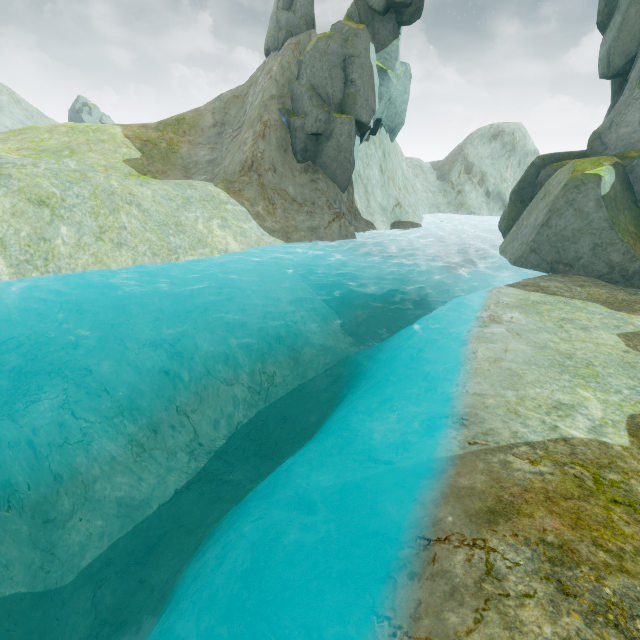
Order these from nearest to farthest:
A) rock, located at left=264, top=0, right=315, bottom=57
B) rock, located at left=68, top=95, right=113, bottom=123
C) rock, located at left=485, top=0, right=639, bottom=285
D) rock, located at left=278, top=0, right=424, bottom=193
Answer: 1. rock, located at left=485, top=0, right=639, bottom=285
2. rock, located at left=278, top=0, right=424, bottom=193
3. rock, located at left=264, top=0, right=315, bottom=57
4. rock, located at left=68, top=95, right=113, bottom=123

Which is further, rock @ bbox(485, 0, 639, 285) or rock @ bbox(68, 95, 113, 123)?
rock @ bbox(68, 95, 113, 123)

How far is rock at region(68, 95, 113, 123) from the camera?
56.31m

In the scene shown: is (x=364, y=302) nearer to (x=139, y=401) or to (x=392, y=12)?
(x=139, y=401)

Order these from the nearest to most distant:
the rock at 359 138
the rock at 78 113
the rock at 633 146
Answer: the rock at 633 146
the rock at 359 138
the rock at 78 113

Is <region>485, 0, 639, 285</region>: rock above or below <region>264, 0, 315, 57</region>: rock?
below

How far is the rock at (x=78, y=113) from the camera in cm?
5631

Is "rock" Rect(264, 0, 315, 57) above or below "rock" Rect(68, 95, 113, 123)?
above
